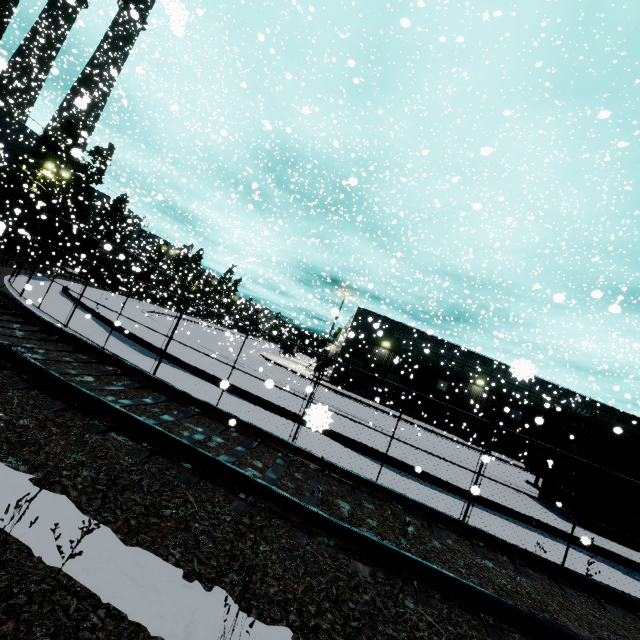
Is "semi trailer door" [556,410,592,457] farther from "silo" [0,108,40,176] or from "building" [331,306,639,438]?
"silo" [0,108,40,176]

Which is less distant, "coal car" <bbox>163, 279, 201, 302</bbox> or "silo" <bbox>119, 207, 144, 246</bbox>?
"silo" <bbox>119, 207, 144, 246</bbox>

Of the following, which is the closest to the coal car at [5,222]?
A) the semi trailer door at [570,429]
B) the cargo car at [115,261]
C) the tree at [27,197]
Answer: the cargo car at [115,261]

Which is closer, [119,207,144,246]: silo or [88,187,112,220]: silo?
[119,207,144,246]: silo

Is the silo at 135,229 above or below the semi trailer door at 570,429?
above

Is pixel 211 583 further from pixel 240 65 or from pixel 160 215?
pixel 240 65

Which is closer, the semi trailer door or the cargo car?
the semi trailer door

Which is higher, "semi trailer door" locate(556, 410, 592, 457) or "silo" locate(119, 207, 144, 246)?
"silo" locate(119, 207, 144, 246)
